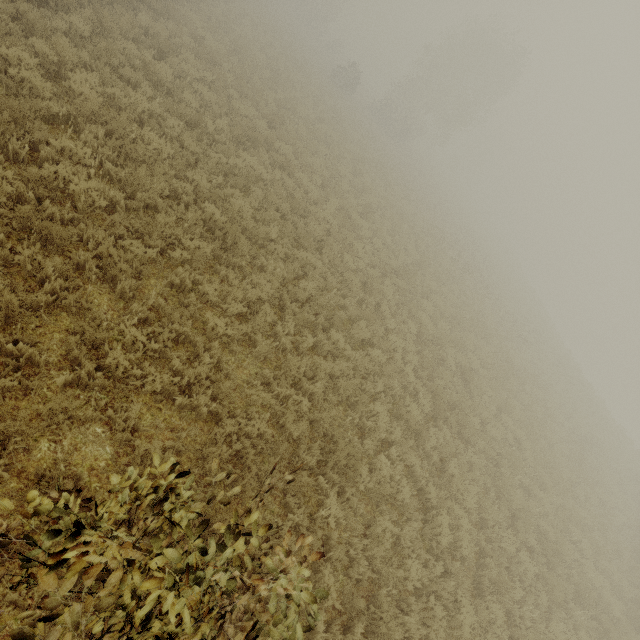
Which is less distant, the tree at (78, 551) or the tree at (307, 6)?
the tree at (78, 551)

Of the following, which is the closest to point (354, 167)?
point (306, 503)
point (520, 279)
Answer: point (306, 503)

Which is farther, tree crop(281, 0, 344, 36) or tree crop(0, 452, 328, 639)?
tree crop(281, 0, 344, 36)
